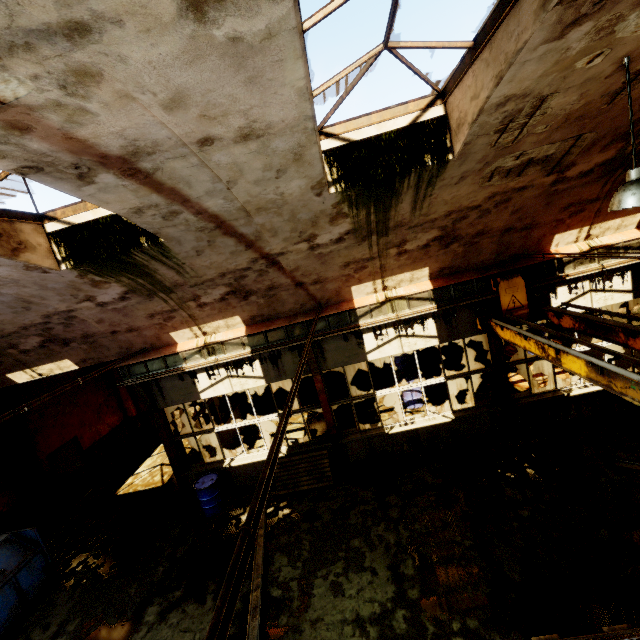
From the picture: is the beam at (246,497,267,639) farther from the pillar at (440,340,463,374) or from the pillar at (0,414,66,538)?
the pillar at (440,340,463,374)

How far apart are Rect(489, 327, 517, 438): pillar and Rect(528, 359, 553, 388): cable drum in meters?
2.8 m

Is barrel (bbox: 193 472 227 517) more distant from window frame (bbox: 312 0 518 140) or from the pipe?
window frame (bbox: 312 0 518 140)

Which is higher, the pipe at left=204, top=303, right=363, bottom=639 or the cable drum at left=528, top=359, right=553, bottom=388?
the pipe at left=204, top=303, right=363, bottom=639

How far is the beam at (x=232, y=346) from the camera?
8.5 meters

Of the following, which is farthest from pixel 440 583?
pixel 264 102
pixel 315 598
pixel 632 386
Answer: pixel 264 102

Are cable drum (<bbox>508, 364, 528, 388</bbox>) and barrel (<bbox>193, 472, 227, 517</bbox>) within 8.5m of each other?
no

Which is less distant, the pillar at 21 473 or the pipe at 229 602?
the pipe at 229 602
